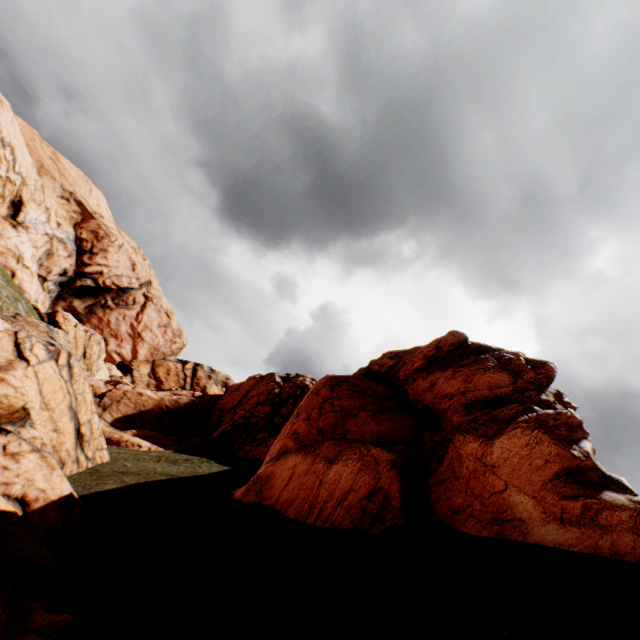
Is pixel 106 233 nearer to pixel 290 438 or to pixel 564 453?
pixel 290 438
